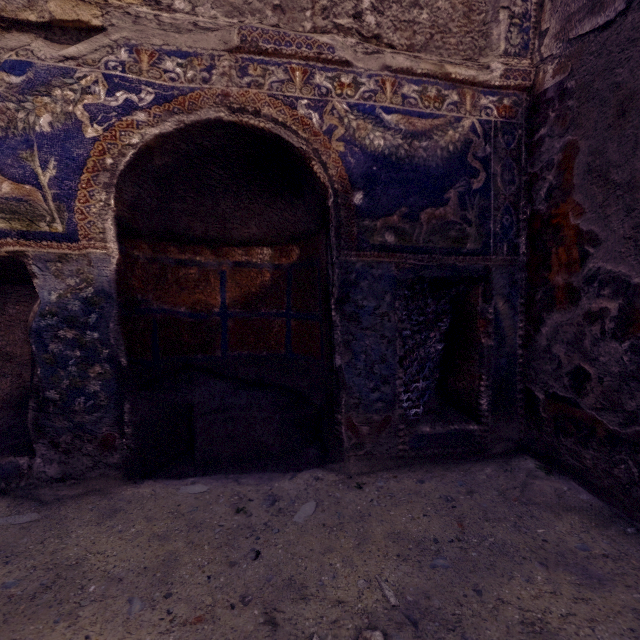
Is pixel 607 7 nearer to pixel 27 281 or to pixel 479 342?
pixel 479 342
